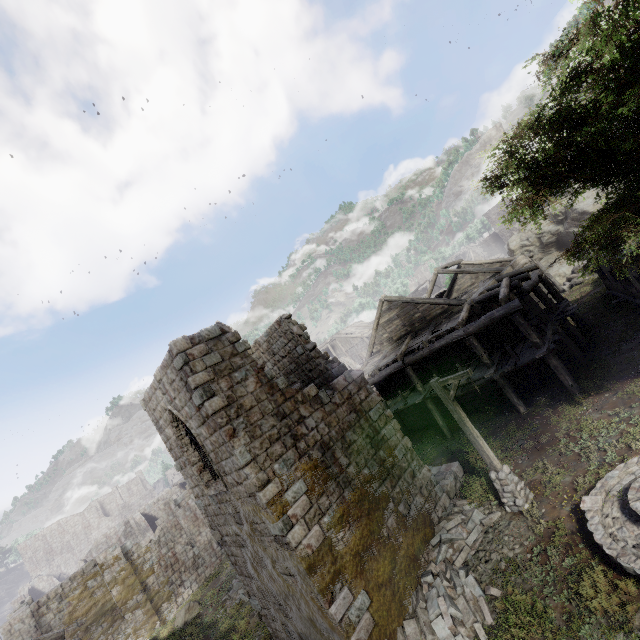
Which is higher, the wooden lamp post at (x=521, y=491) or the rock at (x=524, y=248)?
the rock at (x=524, y=248)

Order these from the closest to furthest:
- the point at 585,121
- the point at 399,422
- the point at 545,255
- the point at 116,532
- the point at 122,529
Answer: the point at 585,121, the point at 399,422, the point at 545,255, the point at 122,529, the point at 116,532

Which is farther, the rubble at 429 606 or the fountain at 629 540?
the rubble at 429 606

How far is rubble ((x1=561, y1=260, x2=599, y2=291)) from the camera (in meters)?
26.09

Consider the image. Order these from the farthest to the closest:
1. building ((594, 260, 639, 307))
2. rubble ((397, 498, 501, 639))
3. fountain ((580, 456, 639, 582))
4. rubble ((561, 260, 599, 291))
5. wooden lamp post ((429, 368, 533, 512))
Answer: rubble ((561, 260, 599, 291)) → building ((594, 260, 639, 307)) → wooden lamp post ((429, 368, 533, 512)) → rubble ((397, 498, 501, 639)) → fountain ((580, 456, 639, 582))

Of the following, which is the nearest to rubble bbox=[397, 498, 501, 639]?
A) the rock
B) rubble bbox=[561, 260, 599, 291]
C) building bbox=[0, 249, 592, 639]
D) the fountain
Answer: building bbox=[0, 249, 592, 639]

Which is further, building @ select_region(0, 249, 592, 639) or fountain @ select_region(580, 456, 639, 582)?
building @ select_region(0, 249, 592, 639)
